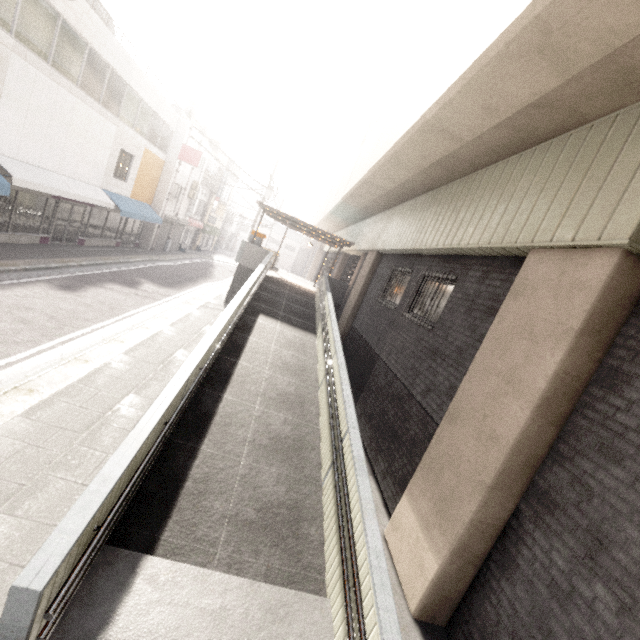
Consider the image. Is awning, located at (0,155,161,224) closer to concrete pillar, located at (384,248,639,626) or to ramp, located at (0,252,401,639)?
ramp, located at (0,252,401,639)

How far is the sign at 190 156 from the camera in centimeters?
Answer: 2120cm

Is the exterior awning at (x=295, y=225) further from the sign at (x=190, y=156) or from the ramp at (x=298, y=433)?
the sign at (x=190, y=156)

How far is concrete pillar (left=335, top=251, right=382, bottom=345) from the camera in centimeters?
1332cm

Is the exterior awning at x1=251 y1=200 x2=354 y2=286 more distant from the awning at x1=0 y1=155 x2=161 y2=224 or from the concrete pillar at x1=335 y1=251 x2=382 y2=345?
the awning at x1=0 y1=155 x2=161 y2=224

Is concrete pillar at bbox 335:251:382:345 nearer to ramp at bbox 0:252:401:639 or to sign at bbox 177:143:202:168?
ramp at bbox 0:252:401:639

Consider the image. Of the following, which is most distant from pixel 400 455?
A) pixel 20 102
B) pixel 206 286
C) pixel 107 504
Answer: pixel 206 286

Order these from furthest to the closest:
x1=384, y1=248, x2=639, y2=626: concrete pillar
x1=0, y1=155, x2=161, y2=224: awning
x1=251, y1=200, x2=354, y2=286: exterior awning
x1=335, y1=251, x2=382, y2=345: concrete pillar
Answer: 1. x1=251, y1=200, x2=354, y2=286: exterior awning
2. x1=335, y1=251, x2=382, y2=345: concrete pillar
3. x1=0, y1=155, x2=161, y2=224: awning
4. x1=384, y1=248, x2=639, y2=626: concrete pillar
